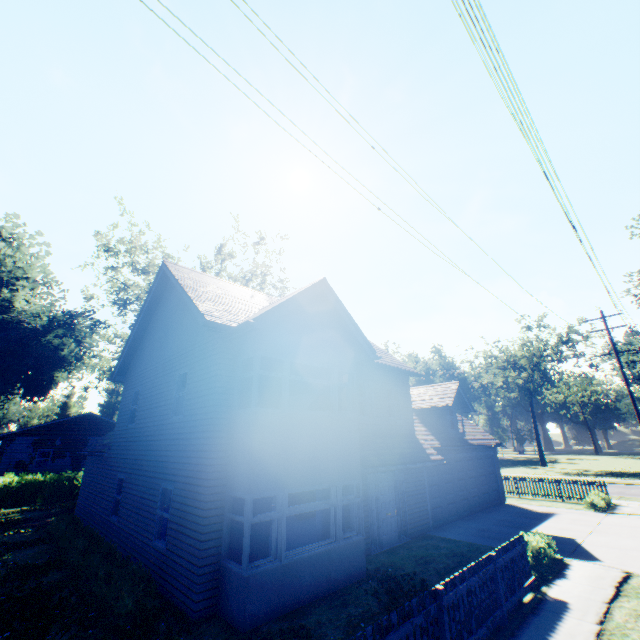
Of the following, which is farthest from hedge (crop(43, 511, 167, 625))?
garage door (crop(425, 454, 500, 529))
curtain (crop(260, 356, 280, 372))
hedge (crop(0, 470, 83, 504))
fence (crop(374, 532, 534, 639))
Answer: hedge (crop(0, 470, 83, 504))

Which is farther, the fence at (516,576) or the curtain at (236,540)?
the curtain at (236,540)

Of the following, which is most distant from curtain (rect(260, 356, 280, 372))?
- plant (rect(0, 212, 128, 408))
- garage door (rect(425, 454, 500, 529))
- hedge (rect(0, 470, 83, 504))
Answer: plant (rect(0, 212, 128, 408))

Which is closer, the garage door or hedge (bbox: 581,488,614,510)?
the garage door

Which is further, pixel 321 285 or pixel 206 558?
pixel 321 285

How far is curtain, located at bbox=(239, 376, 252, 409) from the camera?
9.0m

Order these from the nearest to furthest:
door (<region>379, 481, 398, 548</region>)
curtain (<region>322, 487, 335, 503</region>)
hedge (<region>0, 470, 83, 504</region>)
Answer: curtain (<region>322, 487, 335, 503</region>), door (<region>379, 481, 398, 548</region>), hedge (<region>0, 470, 83, 504</region>)

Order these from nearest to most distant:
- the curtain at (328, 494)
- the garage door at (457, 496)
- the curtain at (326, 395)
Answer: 1. the curtain at (328, 494)
2. the curtain at (326, 395)
3. the garage door at (457, 496)
